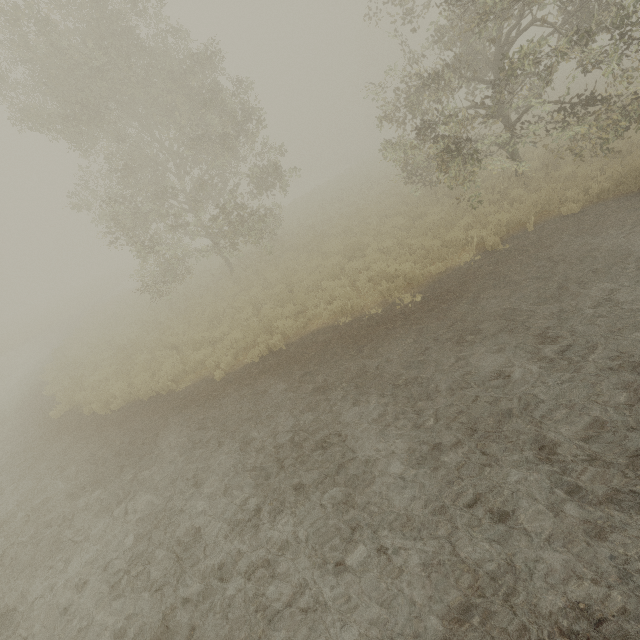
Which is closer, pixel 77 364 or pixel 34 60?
pixel 34 60
